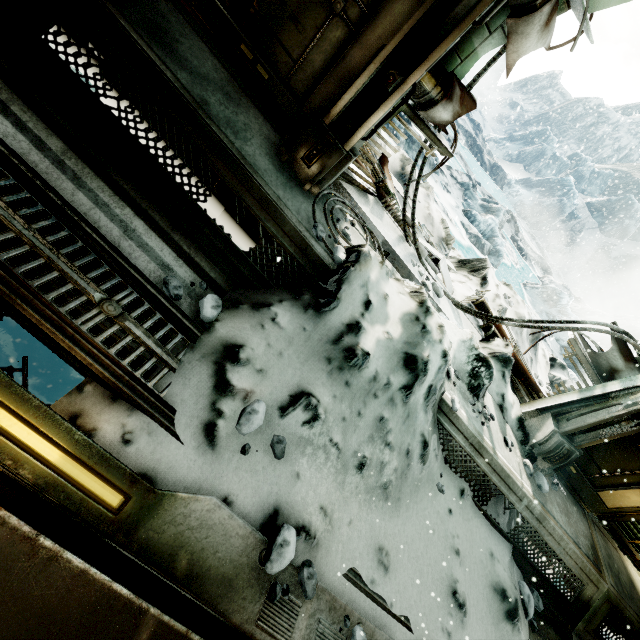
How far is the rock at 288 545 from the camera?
1.6 meters

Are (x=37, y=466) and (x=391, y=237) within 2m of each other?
no

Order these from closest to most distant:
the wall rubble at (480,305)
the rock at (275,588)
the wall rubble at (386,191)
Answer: the rock at (275,588)
the wall rubble at (386,191)
the wall rubble at (480,305)

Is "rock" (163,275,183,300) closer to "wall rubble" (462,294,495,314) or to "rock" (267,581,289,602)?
"rock" (267,581,289,602)

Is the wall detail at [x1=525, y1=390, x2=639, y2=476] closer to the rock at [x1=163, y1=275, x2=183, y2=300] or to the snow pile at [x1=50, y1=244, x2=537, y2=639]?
the snow pile at [x1=50, y1=244, x2=537, y2=639]

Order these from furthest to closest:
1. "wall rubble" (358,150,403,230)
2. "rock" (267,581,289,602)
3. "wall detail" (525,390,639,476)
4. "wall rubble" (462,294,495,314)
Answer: "wall rubble" (462,294,495,314), "wall rubble" (358,150,403,230), "wall detail" (525,390,639,476), "rock" (267,581,289,602)

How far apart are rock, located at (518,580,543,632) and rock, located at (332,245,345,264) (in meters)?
3.52

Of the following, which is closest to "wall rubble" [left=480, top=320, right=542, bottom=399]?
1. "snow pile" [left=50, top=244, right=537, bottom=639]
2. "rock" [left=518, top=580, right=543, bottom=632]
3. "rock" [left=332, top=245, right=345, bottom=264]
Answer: "snow pile" [left=50, top=244, right=537, bottom=639]
